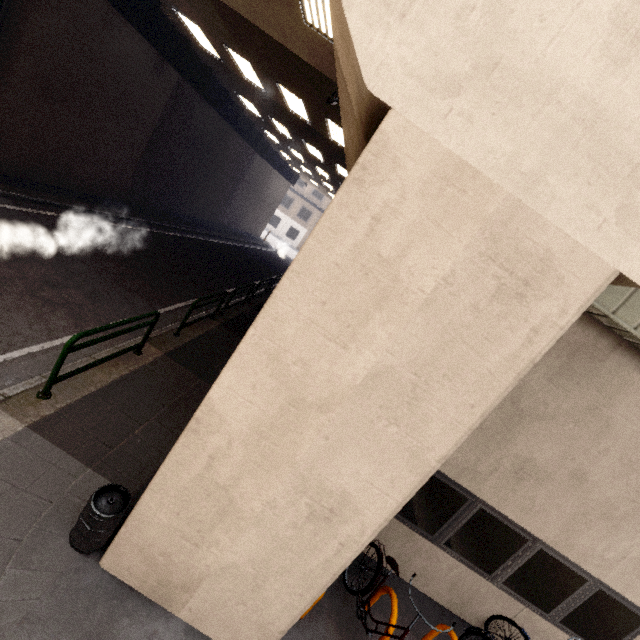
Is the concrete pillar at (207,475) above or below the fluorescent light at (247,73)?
below

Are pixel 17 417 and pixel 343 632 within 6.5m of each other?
yes

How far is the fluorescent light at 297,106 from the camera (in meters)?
9.93

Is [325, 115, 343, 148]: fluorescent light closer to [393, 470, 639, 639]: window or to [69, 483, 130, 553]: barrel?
[393, 470, 639, 639]: window

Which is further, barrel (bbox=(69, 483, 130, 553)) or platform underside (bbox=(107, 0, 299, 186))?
platform underside (bbox=(107, 0, 299, 186))

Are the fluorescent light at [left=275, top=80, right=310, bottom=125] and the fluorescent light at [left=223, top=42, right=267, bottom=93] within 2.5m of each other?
yes

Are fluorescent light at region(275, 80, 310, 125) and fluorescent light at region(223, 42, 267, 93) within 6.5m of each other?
yes

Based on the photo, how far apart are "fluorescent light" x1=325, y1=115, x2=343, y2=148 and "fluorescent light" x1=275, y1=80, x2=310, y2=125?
0.9 meters
